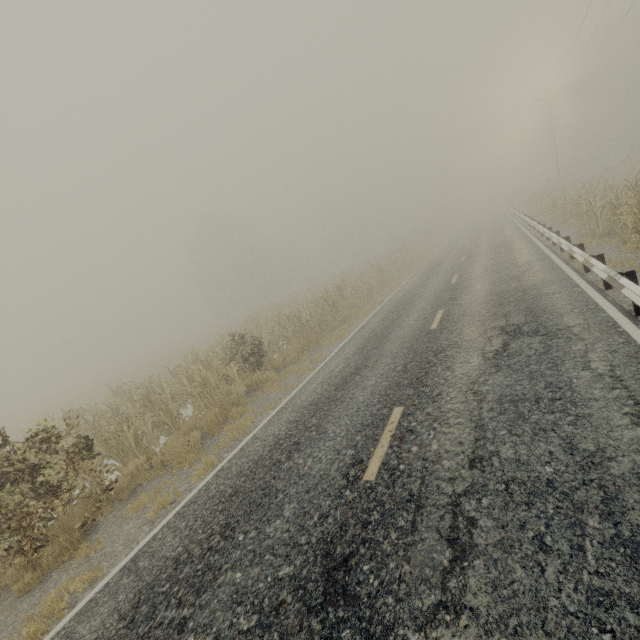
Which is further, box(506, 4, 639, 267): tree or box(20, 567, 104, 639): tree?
box(506, 4, 639, 267): tree

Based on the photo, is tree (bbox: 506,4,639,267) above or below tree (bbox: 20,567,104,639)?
above

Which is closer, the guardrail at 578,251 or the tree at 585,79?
the guardrail at 578,251

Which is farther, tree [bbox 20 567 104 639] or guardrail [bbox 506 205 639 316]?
guardrail [bbox 506 205 639 316]

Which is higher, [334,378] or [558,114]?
[558,114]

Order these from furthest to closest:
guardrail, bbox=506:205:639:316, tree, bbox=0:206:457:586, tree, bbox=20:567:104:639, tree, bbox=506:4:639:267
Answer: tree, bbox=506:4:639:267
tree, bbox=0:206:457:586
guardrail, bbox=506:205:639:316
tree, bbox=20:567:104:639
